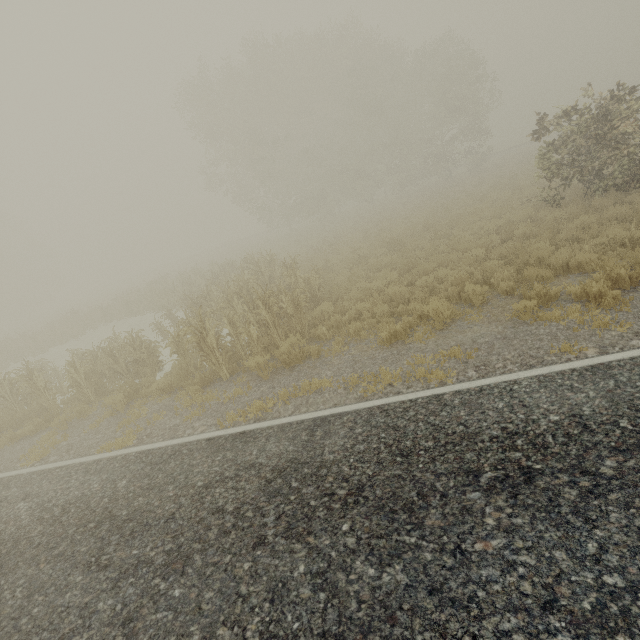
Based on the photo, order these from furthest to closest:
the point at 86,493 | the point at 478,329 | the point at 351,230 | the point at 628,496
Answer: the point at 351,230, the point at 478,329, the point at 86,493, the point at 628,496
